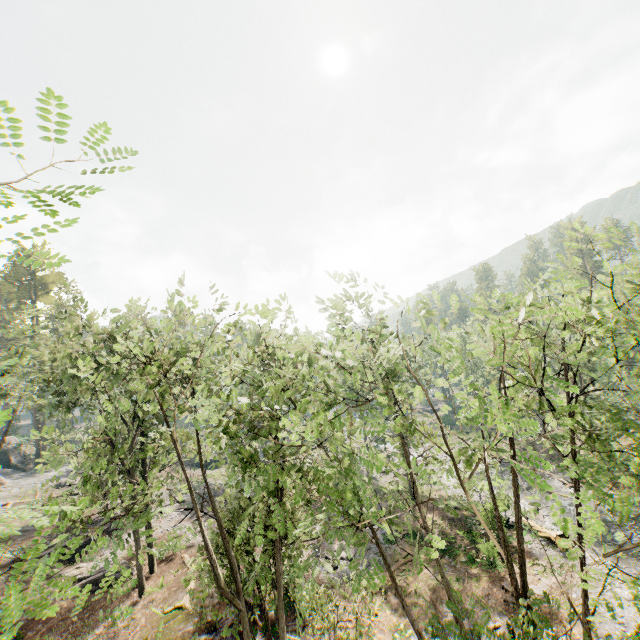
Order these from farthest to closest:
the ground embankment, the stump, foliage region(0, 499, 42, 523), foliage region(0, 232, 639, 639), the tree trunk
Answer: the stump, the tree trunk, the ground embankment, foliage region(0, 232, 639, 639), foliage region(0, 499, 42, 523)

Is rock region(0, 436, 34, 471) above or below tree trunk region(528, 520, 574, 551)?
above

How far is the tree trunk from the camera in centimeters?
2333cm

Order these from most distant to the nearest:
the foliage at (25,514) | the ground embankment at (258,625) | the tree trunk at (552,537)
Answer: the tree trunk at (552,537) < the ground embankment at (258,625) < the foliage at (25,514)

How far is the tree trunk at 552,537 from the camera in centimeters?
2333cm

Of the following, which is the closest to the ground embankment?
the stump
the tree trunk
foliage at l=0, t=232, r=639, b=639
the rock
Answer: foliage at l=0, t=232, r=639, b=639

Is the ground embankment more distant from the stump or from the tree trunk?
the tree trunk

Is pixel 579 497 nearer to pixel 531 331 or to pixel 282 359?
pixel 531 331
